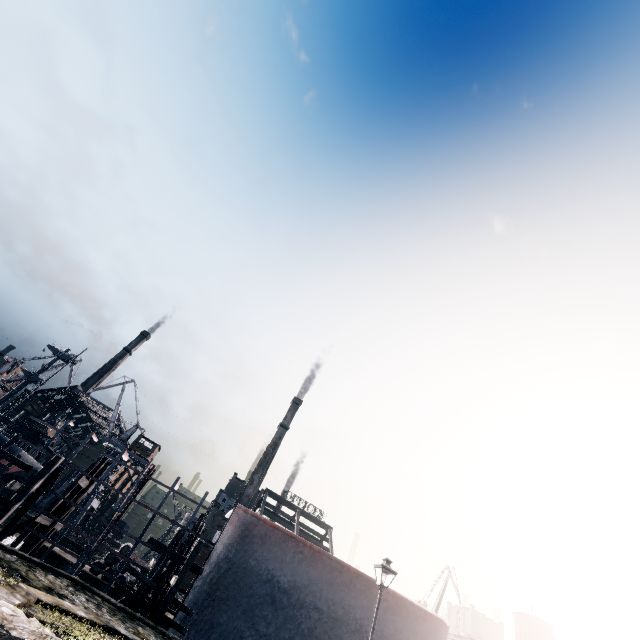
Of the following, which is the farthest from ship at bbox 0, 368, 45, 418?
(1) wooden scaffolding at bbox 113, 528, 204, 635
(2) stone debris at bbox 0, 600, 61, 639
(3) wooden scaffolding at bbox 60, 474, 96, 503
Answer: (2) stone debris at bbox 0, 600, 61, 639

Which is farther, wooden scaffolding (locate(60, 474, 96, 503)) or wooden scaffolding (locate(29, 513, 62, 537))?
wooden scaffolding (locate(60, 474, 96, 503))

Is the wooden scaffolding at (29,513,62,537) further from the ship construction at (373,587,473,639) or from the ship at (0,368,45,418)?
the ship at (0,368,45,418)

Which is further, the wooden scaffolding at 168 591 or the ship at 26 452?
the ship at 26 452

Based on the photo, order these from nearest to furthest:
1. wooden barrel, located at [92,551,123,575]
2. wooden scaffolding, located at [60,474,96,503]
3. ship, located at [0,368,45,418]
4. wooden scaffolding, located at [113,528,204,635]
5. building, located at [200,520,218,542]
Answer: wooden scaffolding, located at [113,528,204,635] → wooden scaffolding, located at [60,474,96,503] → wooden barrel, located at [92,551,123,575] → ship, located at [0,368,45,418] → building, located at [200,520,218,542]

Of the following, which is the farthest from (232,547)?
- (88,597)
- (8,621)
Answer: (8,621)

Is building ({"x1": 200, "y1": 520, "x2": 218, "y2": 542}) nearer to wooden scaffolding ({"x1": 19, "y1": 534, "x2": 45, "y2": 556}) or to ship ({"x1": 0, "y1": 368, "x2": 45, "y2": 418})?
ship ({"x1": 0, "y1": 368, "x2": 45, "y2": 418})

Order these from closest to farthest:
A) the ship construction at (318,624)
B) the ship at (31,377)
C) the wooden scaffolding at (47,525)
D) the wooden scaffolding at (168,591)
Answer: the wooden scaffolding at (168,591)
the ship construction at (318,624)
the wooden scaffolding at (47,525)
the ship at (31,377)
